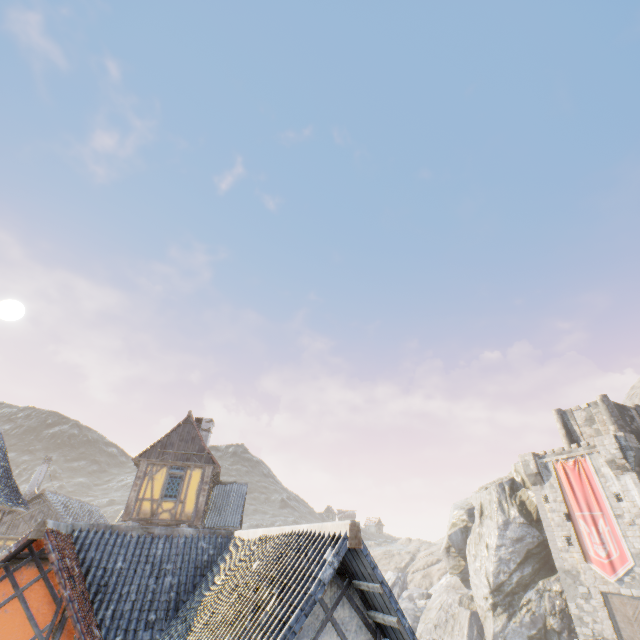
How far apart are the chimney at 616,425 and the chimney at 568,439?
3.2 meters

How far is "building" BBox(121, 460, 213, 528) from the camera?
17.6m

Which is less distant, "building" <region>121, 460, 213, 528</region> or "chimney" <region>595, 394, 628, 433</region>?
"building" <region>121, 460, 213, 528</region>

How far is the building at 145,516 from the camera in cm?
1761

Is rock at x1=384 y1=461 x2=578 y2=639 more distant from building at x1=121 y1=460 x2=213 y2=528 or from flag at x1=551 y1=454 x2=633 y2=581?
flag at x1=551 y1=454 x2=633 y2=581

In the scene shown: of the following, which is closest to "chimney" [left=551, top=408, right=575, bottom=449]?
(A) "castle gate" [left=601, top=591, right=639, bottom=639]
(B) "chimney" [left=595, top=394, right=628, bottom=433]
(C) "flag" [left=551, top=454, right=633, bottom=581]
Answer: (B) "chimney" [left=595, top=394, right=628, bottom=433]

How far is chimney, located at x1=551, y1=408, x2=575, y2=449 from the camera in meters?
34.2 m

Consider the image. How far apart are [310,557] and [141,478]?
17.8 meters
